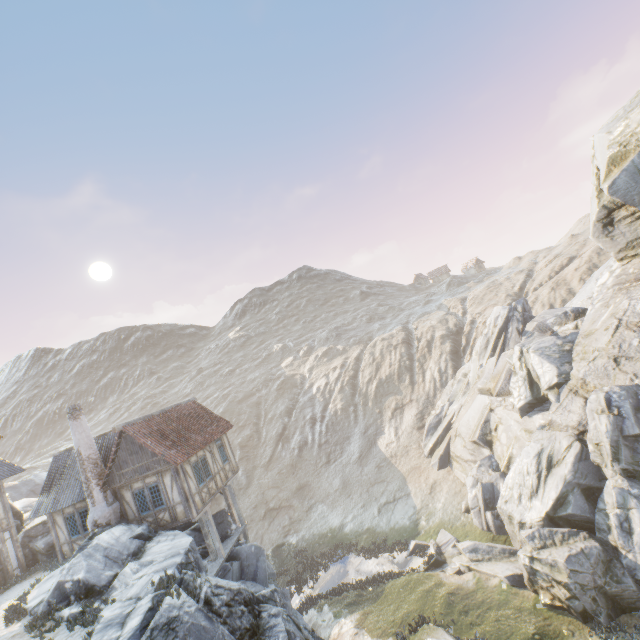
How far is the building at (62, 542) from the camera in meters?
18.4 m

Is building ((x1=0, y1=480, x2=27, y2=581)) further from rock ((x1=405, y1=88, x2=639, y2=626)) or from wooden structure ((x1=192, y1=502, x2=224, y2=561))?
wooden structure ((x1=192, y1=502, x2=224, y2=561))

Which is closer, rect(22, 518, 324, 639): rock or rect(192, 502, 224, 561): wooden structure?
rect(22, 518, 324, 639): rock

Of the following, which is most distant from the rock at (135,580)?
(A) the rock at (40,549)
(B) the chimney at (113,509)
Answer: (A) the rock at (40,549)

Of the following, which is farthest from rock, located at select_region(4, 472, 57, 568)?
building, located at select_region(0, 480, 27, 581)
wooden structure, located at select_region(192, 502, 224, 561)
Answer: wooden structure, located at select_region(192, 502, 224, 561)

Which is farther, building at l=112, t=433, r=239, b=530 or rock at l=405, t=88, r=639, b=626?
building at l=112, t=433, r=239, b=530

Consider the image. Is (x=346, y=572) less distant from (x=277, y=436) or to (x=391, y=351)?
(x=277, y=436)

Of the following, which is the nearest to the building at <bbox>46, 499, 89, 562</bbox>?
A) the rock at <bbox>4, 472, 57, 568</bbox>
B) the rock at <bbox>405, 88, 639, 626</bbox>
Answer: the rock at <bbox>405, 88, 639, 626</bbox>
